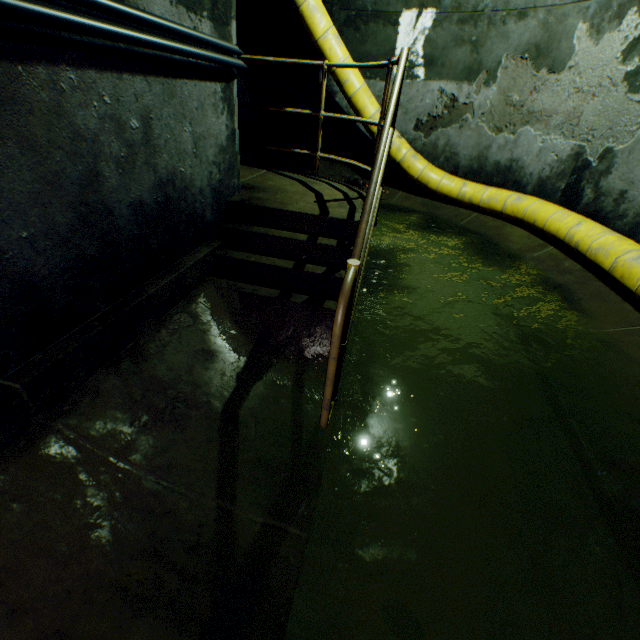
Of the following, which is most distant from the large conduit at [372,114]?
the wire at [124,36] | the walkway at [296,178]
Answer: the wire at [124,36]

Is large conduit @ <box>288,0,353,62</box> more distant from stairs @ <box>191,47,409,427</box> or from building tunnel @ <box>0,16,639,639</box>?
stairs @ <box>191,47,409,427</box>

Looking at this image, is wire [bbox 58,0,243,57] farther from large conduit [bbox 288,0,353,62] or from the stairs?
large conduit [bbox 288,0,353,62]

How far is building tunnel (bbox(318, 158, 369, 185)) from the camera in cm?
717

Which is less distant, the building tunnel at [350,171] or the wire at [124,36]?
the wire at [124,36]

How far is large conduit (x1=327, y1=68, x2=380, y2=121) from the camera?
5.6 meters

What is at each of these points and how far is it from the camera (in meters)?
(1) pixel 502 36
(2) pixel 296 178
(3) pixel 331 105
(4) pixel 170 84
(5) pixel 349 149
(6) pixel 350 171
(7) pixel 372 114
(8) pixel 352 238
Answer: (1) building tunnel, 5.07
(2) walkway, 4.20
(3) building tunnel, 6.75
(4) building tunnel, 2.06
(5) building tunnel, 7.10
(6) building tunnel, 7.24
(7) large conduit, 5.86
(8) stairs, 3.01

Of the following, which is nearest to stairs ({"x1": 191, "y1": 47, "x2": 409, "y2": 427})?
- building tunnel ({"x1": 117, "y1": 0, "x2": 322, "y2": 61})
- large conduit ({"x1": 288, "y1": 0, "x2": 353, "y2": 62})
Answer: building tunnel ({"x1": 117, "y1": 0, "x2": 322, "y2": 61})
